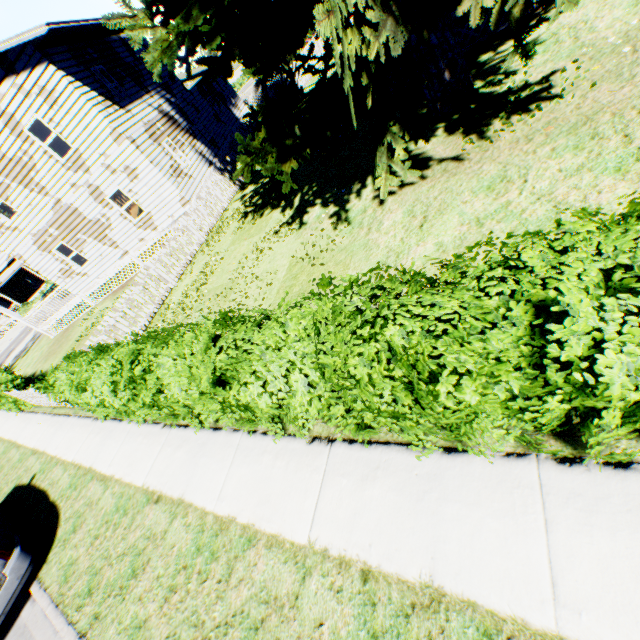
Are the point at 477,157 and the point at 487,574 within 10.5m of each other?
yes

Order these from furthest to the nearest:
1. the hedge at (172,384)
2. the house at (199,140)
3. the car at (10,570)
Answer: the house at (199,140)
the car at (10,570)
the hedge at (172,384)

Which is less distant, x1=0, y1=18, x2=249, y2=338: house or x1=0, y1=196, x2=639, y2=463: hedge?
x1=0, y1=196, x2=639, y2=463: hedge

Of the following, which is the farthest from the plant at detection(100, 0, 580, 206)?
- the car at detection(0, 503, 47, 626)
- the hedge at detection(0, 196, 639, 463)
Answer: the car at detection(0, 503, 47, 626)

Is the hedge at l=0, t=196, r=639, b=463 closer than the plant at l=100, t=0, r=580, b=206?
Yes

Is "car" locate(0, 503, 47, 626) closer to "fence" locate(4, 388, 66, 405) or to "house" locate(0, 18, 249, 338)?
"fence" locate(4, 388, 66, 405)

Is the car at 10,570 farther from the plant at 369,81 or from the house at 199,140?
the house at 199,140

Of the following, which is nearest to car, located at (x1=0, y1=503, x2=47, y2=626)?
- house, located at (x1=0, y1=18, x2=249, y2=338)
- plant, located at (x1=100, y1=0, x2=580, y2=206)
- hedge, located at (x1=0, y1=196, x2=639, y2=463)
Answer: hedge, located at (x1=0, y1=196, x2=639, y2=463)
